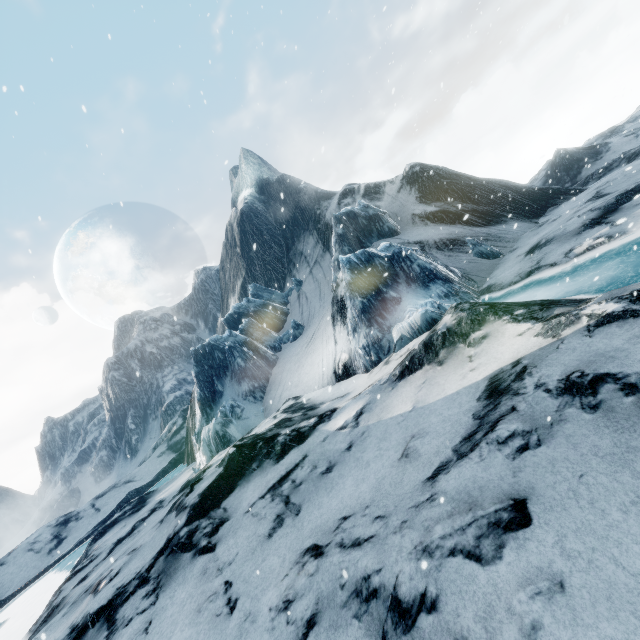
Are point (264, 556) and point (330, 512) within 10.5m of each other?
yes
